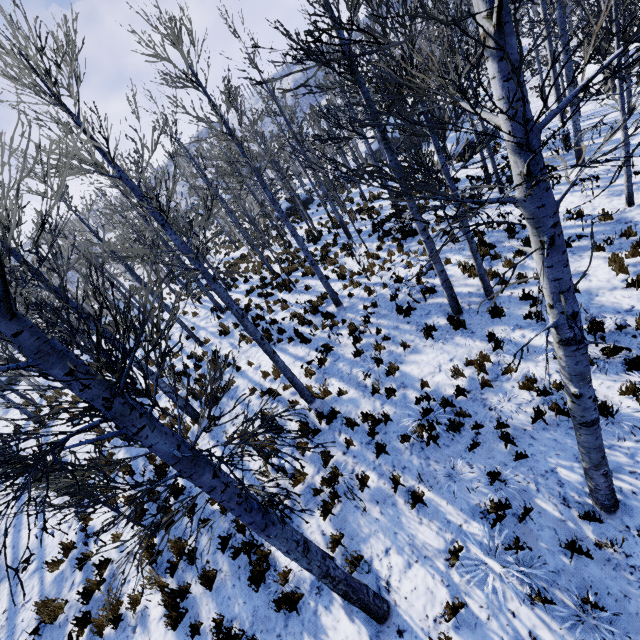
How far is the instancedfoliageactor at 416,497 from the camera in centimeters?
557cm

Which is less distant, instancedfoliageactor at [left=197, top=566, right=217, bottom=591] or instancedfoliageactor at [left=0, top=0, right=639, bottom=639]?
instancedfoliageactor at [left=0, top=0, right=639, bottom=639]

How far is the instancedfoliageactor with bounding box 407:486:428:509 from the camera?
5.6 meters

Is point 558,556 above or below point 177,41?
below

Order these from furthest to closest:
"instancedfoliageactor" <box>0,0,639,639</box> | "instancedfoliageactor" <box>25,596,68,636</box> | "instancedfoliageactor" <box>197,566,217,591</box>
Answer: "instancedfoliageactor" <box>25,596,68,636</box>, "instancedfoliageactor" <box>197,566,217,591</box>, "instancedfoliageactor" <box>0,0,639,639</box>
